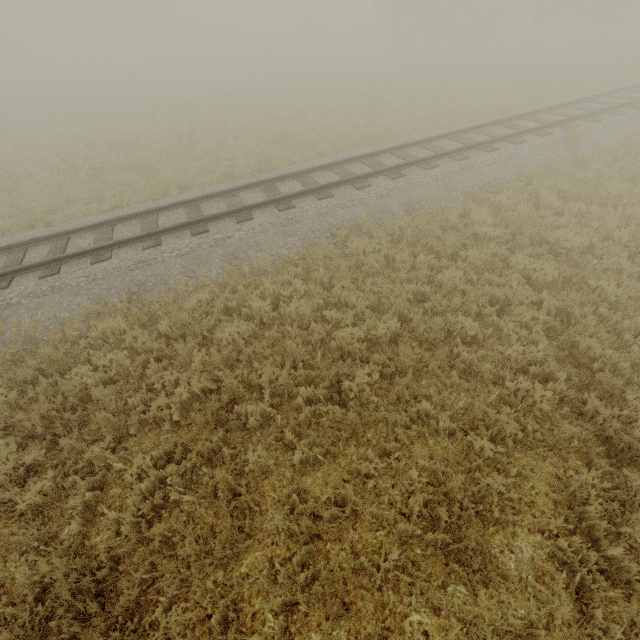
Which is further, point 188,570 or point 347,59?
point 347,59
